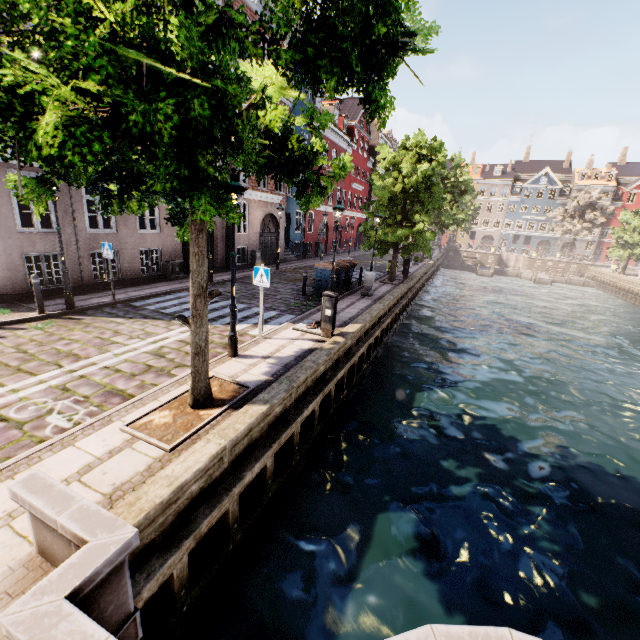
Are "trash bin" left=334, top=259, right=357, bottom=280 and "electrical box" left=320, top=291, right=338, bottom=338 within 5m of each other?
no

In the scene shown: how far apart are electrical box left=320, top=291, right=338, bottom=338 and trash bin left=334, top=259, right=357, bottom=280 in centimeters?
628cm

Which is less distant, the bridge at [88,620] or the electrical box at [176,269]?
the bridge at [88,620]

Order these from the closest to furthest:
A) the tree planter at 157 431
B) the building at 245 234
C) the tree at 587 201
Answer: the tree planter at 157 431 < the building at 245 234 < the tree at 587 201

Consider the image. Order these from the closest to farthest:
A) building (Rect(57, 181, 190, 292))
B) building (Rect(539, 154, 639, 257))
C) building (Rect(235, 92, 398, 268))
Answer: building (Rect(57, 181, 190, 292)) < building (Rect(235, 92, 398, 268)) < building (Rect(539, 154, 639, 257))

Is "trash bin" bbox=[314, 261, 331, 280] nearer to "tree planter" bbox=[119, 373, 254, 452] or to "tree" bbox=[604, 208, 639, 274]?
"tree" bbox=[604, 208, 639, 274]

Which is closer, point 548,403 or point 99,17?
point 99,17

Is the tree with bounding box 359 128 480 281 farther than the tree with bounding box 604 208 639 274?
No
